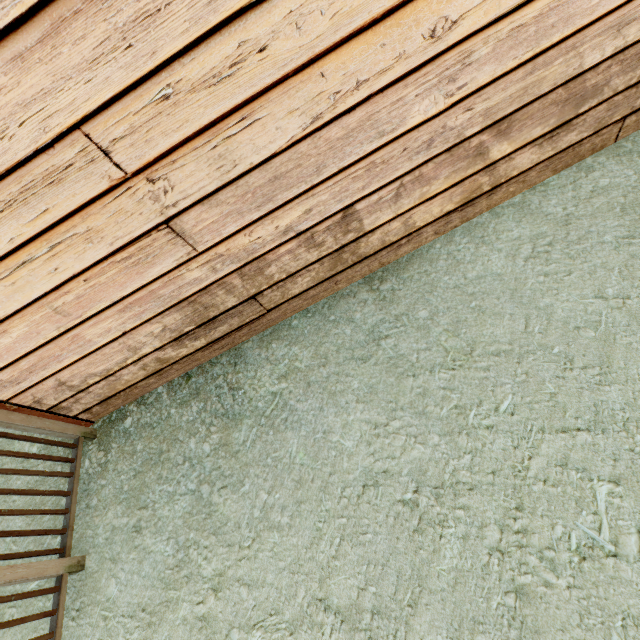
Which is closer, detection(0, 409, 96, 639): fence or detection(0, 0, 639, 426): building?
detection(0, 0, 639, 426): building

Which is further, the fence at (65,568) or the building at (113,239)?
the fence at (65,568)

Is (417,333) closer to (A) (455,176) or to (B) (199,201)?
(A) (455,176)
